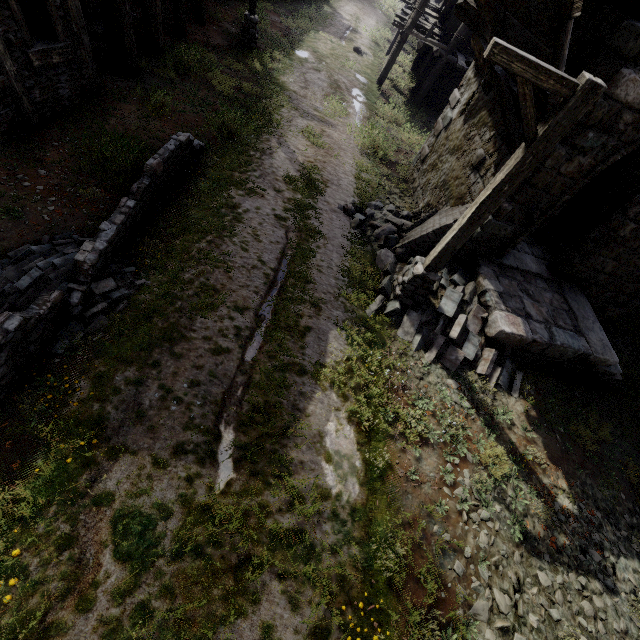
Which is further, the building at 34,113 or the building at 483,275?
the building at 34,113

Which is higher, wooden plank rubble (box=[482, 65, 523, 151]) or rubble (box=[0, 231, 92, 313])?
wooden plank rubble (box=[482, 65, 523, 151])

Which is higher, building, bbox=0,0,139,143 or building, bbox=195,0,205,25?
building, bbox=0,0,139,143

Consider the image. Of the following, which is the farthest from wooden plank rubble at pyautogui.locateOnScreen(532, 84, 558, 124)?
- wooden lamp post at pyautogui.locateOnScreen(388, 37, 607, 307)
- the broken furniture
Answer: the broken furniture

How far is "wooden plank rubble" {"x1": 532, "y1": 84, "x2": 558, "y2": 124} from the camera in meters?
5.4 m

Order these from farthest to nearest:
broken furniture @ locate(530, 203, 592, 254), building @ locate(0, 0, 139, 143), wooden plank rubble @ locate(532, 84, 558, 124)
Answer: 1. broken furniture @ locate(530, 203, 592, 254)
2. building @ locate(0, 0, 139, 143)
3. wooden plank rubble @ locate(532, 84, 558, 124)

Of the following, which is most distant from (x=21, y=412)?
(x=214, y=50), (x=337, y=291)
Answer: Result: (x=214, y=50)

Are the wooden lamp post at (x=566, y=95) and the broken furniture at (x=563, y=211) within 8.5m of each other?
yes
